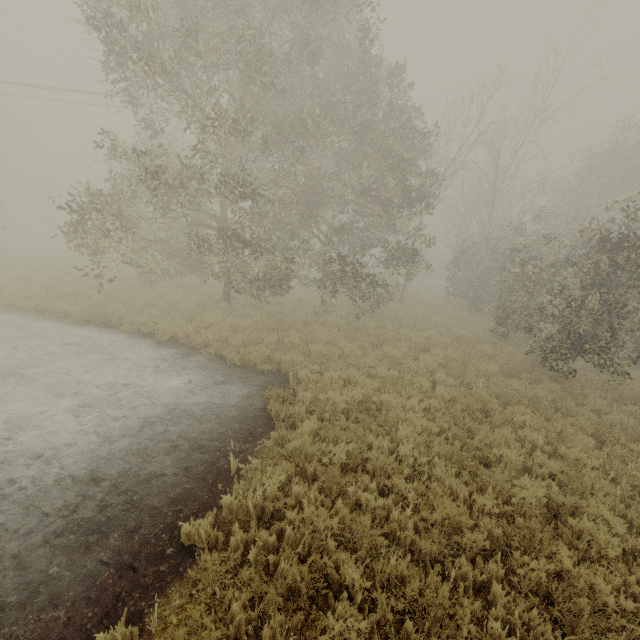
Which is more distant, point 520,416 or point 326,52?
point 326,52
